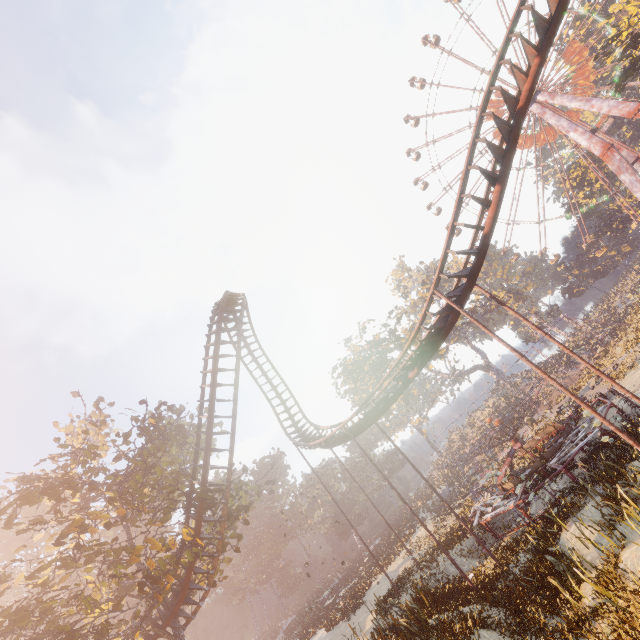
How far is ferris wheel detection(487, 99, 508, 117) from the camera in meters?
46.7

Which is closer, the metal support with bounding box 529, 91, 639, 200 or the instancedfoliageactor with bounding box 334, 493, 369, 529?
the metal support with bounding box 529, 91, 639, 200

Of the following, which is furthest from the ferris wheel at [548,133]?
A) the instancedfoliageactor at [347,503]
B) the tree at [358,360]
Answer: the instancedfoliageactor at [347,503]

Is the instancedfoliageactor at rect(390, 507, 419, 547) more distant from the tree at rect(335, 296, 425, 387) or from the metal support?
the metal support

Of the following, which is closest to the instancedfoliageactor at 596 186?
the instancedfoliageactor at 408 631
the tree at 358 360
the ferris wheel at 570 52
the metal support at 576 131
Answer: the metal support at 576 131

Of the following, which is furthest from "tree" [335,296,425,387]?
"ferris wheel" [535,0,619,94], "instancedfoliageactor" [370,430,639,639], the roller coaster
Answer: "instancedfoliageactor" [370,430,639,639]

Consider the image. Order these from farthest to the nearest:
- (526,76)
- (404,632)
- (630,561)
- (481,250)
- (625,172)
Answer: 1. (625,172)
2. (404,632)
3. (481,250)
4. (526,76)
5. (630,561)

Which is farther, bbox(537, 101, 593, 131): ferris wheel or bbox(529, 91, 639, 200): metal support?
bbox(537, 101, 593, 131): ferris wheel
